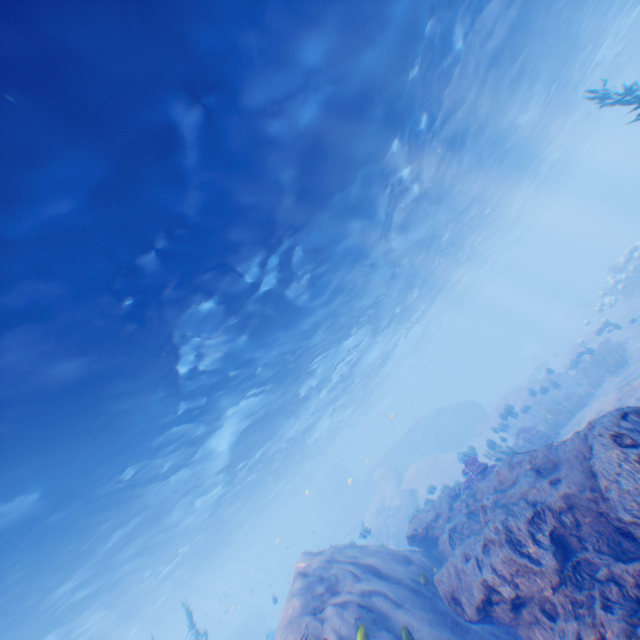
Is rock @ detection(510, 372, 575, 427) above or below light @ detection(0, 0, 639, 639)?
below

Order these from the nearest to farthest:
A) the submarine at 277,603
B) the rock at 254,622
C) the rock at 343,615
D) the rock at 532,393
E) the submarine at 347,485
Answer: the rock at 343,615 → the rock at 532,393 → the submarine at 277,603 → the submarine at 347,485 → the rock at 254,622

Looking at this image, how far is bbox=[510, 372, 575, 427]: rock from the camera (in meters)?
17.88

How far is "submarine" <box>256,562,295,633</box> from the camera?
19.8 meters

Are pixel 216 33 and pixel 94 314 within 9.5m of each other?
yes

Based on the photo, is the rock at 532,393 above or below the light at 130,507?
below

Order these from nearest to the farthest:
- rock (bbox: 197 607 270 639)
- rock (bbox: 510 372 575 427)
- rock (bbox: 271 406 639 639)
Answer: rock (bbox: 271 406 639 639) → rock (bbox: 510 372 575 427) → rock (bbox: 197 607 270 639)
